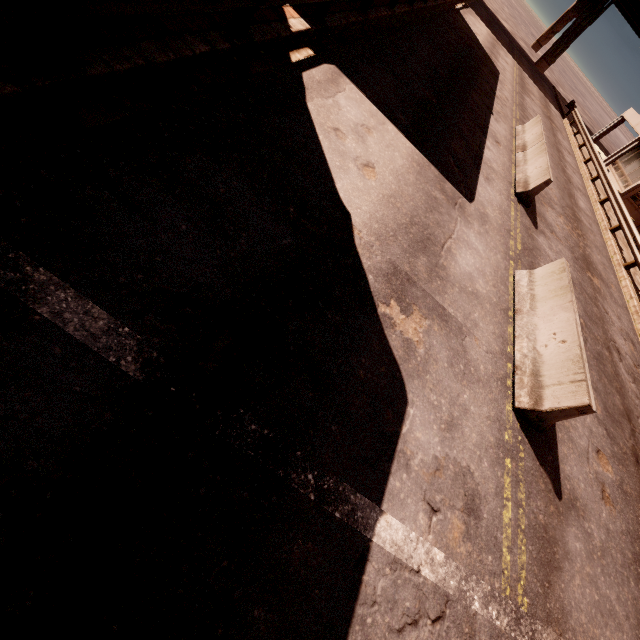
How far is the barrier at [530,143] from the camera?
10.6 meters

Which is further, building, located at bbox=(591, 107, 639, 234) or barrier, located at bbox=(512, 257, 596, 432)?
building, located at bbox=(591, 107, 639, 234)

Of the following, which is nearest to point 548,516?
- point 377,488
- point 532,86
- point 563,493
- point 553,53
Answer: point 563,493

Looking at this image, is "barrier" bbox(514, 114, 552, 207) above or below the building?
below

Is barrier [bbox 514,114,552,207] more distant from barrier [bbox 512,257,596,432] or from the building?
the building

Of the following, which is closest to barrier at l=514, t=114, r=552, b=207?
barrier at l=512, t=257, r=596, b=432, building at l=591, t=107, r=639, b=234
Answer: barrier at l=512, t=257, r=596, b=432

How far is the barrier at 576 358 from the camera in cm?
499
